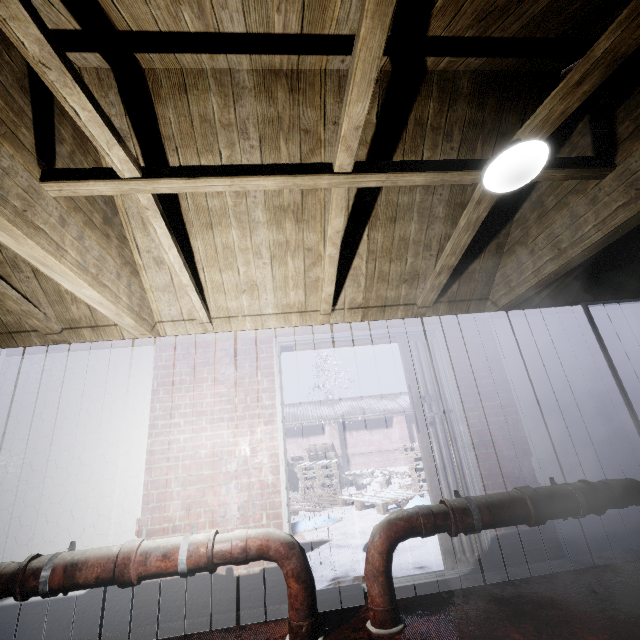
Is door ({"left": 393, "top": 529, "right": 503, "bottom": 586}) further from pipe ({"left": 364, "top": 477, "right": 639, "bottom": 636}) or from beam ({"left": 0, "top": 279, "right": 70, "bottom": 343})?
beam ({"left": 0, "top": 279, "right": 70, "bottom": 343})

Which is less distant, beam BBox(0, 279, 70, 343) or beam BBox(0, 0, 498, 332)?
beam BBox(0, 0, 498, 332)

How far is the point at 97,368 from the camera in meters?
2.8

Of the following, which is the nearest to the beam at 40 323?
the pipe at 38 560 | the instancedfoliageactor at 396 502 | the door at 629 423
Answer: the pipe at 38 560

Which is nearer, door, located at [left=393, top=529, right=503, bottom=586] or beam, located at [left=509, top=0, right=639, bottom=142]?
beam, located at [left=509, top=0, right=639, bottom=142]

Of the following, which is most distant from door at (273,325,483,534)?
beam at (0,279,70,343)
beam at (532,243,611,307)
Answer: beam at (0,279,70,343)

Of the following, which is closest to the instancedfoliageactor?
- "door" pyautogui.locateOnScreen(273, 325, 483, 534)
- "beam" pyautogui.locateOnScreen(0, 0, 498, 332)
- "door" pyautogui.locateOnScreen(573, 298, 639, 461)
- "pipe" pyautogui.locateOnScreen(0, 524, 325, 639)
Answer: "door" pyautogui.locateOnScreen(273, 325, 483, 534)

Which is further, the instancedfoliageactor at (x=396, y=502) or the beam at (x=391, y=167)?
the instancedfoliageactor at (x=396, y=502)
